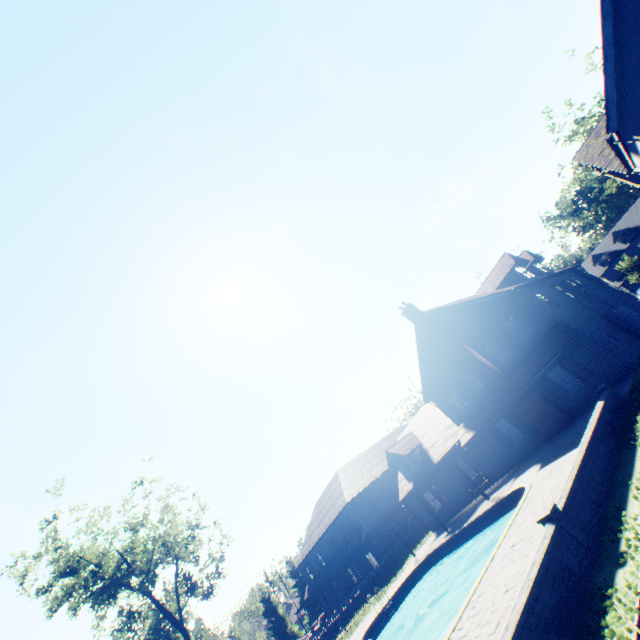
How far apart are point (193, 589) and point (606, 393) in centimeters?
3724cm

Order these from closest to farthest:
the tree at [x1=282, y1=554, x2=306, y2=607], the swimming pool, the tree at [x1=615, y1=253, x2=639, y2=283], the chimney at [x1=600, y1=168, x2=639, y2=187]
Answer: the swimming pool → the chimney at [x1=600, y1=168, x2=639, y2=187] → the tree at [x1=615, y1=253, x2=639, y2=283] → the tree at [x1=282, y1=554, x2=306, y2=607]

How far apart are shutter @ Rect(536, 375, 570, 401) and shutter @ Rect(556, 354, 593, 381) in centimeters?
100cm

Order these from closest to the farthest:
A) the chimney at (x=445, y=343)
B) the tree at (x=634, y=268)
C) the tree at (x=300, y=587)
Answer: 1. the chimney at (x=445, y=343)
2. the tree at (x=634, y=268)
3. the tree at (x=300, y=587)

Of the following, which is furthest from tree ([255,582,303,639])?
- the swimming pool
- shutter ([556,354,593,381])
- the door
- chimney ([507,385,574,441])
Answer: shutter ([556,354,593,381])

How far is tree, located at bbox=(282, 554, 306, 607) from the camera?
49.0m

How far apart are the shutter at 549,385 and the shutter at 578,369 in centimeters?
100cm

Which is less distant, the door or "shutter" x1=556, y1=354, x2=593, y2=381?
"shutter" x1=556, y1=354, x2=593, y2=381
